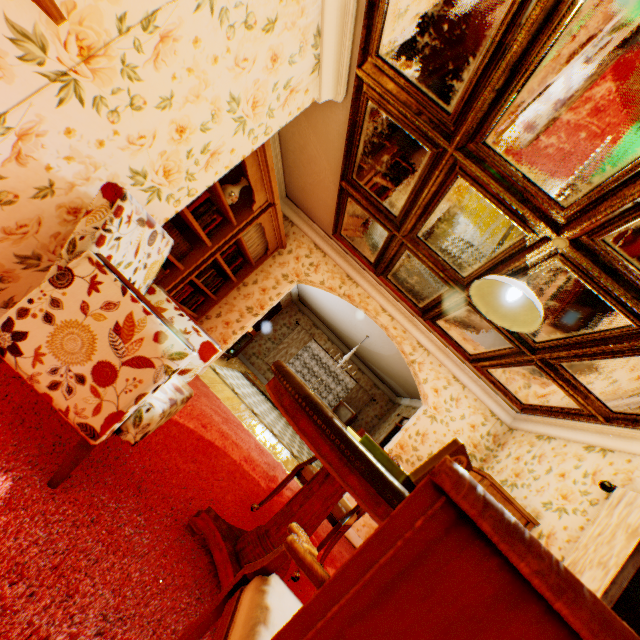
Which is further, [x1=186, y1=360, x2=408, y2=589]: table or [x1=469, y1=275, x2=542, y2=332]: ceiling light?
[x1=469, y1=275, x2=542, y2=332]: ceiling light

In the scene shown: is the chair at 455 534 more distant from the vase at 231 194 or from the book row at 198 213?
the vase at 231 194

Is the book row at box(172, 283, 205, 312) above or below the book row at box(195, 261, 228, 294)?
below

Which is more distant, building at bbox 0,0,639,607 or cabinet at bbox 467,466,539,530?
cabinet at bbox 467,466,539,530

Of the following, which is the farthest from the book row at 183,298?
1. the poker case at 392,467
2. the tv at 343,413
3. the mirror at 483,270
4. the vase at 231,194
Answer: the tv at 343,413

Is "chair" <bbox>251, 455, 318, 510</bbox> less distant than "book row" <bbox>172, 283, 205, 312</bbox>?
Yes

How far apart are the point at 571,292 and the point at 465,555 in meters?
2.8

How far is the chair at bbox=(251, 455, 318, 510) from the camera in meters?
2.9 m
